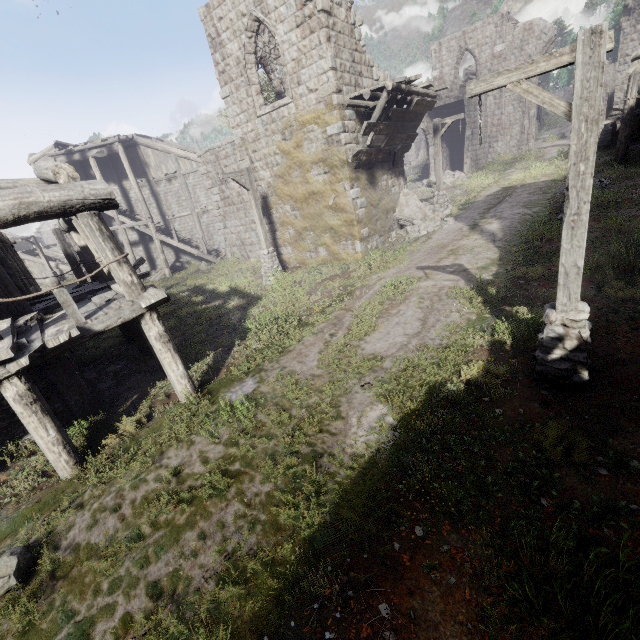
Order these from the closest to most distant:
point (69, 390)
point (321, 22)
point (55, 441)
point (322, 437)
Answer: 1. point (322, 437)
2. point (55, 441)
3. point (69, 390)
4. point (321, 22)

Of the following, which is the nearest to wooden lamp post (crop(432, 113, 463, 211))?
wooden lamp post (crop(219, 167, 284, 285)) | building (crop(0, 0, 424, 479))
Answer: building (crop(0, 0, 424, 479))

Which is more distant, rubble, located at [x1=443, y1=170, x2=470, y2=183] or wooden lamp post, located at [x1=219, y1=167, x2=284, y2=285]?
rubble, located at [x1=443, y1=170, x2=470, y2=183]

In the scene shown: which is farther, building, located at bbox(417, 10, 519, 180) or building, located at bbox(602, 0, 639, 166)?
building, located at bbox(417, 10, 519, 180)

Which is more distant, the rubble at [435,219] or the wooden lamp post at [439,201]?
the wooden lamp post at [439,201]

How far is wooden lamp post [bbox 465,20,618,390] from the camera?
3.82m

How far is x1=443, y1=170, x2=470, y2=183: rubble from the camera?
25.5 meters

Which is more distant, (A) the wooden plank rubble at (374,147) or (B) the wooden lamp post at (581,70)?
(A) the wooden plank rubble at (374,147)
